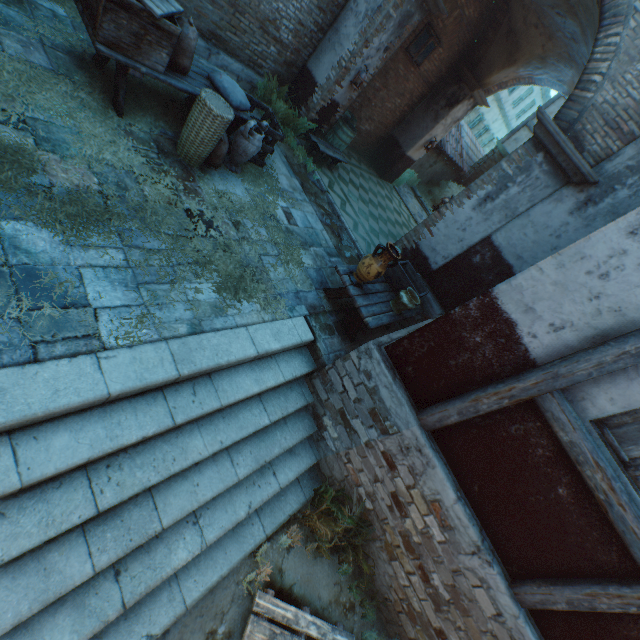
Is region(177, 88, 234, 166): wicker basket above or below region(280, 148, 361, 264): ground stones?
above

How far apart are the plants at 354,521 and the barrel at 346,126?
8.3m

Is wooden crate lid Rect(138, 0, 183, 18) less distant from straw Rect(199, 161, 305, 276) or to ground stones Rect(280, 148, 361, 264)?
straw Rect(199, 161, 305, 276)

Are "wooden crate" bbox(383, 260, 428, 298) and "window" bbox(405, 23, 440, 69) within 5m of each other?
no

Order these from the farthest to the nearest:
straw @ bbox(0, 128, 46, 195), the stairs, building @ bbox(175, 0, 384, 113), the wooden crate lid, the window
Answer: the window
building @ bbox(175, 0, 384, 113)
the wooden crate lid
straw @ bbox(0, 128, 46, 195)
the stairs

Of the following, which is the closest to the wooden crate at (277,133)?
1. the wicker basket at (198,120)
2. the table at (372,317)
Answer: the wicker basket at (198,120)

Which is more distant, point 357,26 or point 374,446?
point 357,26

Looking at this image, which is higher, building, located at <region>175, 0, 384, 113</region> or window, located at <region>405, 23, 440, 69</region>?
window, located at <region>405, 23, 440, 69</region>
